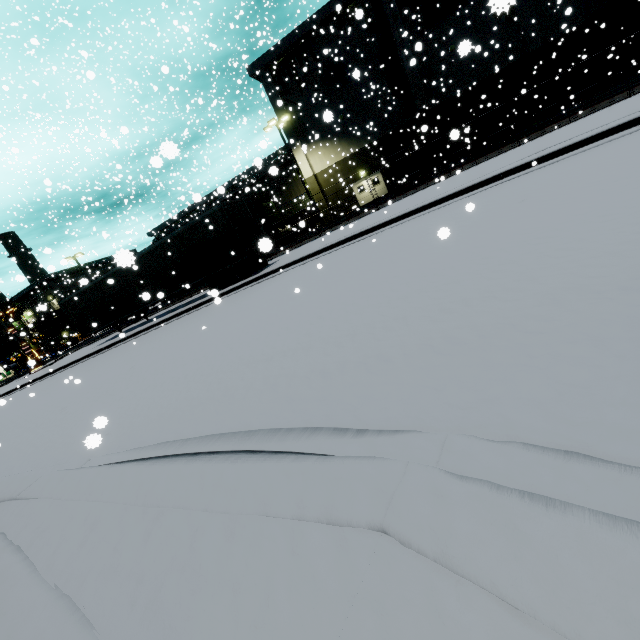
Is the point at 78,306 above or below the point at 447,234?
above

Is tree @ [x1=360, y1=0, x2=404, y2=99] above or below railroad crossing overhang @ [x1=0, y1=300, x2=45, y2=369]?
above

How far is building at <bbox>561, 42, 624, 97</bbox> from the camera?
23.59m

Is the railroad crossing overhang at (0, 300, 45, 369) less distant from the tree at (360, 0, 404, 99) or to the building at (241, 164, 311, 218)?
the building at (241, 164, 311, 218)

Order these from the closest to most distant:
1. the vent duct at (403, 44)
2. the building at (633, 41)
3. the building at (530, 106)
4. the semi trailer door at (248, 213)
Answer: the semi trailer door at (248, 213) < the building at (633, 41) < the vent duct at (403, 44) < the building at (530, 106)

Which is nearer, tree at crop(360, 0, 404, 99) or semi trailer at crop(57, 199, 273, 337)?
semi trailer at crop(57, 199, 273, 337)

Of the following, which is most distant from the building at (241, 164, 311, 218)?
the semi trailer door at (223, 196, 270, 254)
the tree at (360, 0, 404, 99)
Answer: the semi trailer door at (223, 196, 270, 254)

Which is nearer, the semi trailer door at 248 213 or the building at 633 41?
the semi trailer door at 248 213
